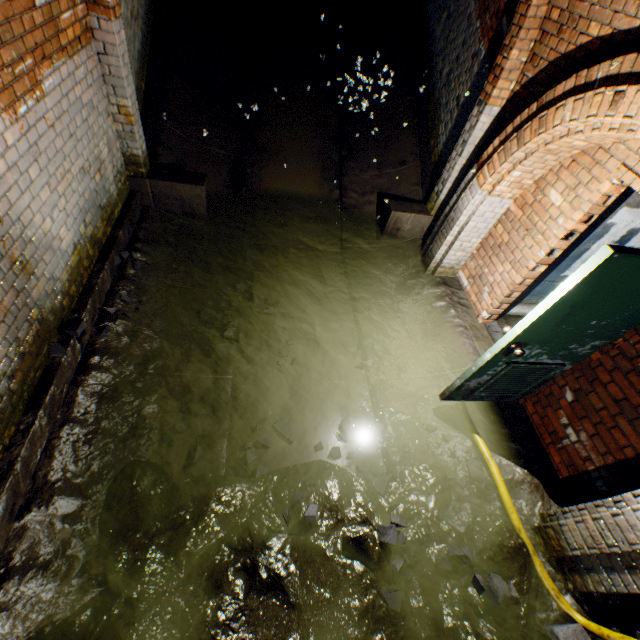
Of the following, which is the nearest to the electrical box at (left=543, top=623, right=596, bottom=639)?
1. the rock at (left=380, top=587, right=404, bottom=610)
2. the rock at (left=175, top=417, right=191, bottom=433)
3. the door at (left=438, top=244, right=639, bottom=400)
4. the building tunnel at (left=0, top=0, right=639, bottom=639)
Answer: the building tunnel at (left=0, top=0, right=639, bottom=639)

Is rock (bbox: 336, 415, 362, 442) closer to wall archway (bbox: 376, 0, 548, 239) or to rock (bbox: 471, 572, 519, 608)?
rock (bbox: 471, 572, 519, 608)

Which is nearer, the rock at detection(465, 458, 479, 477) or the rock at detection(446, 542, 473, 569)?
the rock at detection(446, 542, 473, 569)

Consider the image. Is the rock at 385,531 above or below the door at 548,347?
below

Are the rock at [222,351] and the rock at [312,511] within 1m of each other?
no

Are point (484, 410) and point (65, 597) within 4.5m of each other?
yes

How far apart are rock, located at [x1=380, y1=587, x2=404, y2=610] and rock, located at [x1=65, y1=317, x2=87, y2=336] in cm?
333

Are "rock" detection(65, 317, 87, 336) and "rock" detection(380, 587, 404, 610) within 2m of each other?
no
